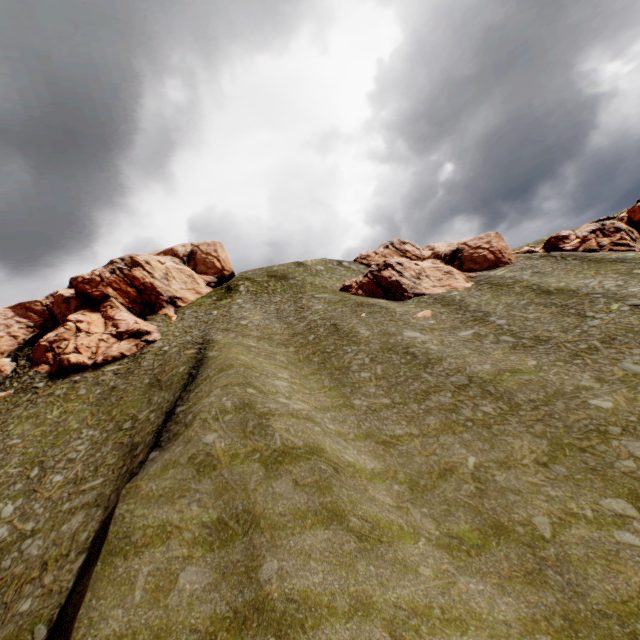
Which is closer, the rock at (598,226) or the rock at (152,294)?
the rock at (152,294)

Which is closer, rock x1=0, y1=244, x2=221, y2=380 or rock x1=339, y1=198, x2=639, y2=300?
rock x1=0, y1=244, x2=221, y2=380

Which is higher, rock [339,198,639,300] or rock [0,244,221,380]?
rock [0,244,221,380]

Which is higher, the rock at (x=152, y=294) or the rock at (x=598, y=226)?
the rock at (x=152, y=294)

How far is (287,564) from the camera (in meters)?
11.07
